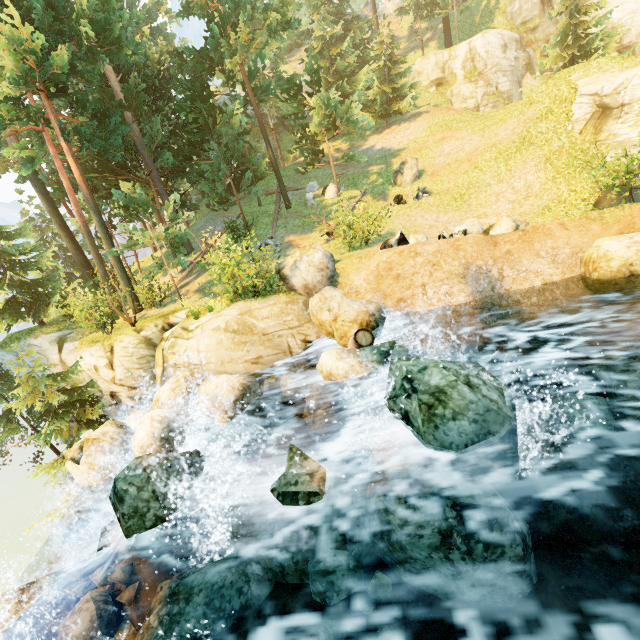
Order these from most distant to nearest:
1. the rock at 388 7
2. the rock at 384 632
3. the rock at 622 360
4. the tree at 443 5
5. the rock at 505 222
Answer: the rock at 388 7
the tree at 443 5
the rock at 505 222
the rock at 622 360
the rock at 384 632

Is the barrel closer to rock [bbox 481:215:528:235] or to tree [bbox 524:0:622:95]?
rock [bbox 481:215:528:235]

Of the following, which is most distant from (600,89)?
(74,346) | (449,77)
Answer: (74,346)

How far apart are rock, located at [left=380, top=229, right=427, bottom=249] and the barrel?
4.1 meters

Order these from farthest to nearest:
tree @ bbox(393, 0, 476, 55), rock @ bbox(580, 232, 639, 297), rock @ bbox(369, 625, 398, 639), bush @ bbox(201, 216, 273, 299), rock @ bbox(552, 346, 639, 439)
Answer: tree @ bbox(393, 0, 476, 55)
bush @ bbox(201, 216, 273, 299)
rock @ bbox(580, 232, 639, 297)
rock @ bbox(552, 346, 639, 439)
rock @ bbox(369, 625, 398, 639)

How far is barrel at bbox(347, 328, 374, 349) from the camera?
9.3 meters

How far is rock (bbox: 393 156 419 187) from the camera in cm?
1952

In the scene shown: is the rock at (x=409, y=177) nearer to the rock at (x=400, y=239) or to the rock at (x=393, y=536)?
the rock at (x=400, y=239)
